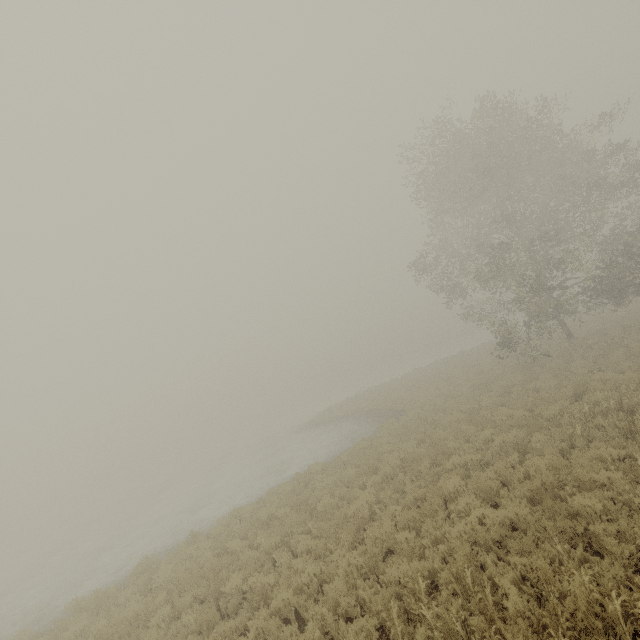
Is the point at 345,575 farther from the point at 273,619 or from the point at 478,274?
the point at 478,274
